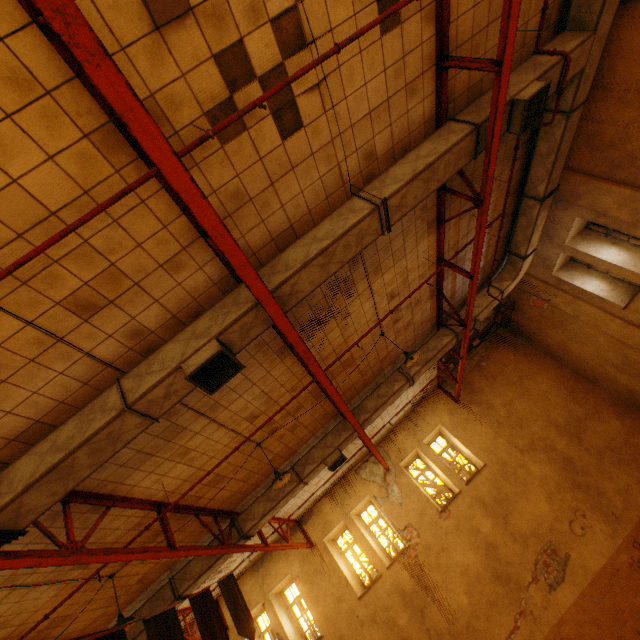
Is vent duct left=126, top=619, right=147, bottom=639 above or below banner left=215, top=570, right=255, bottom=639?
above

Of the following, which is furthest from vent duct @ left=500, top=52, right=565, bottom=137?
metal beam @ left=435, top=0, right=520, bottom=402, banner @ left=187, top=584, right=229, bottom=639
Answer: banner @ left=187, top=584, right=229, bottom=639

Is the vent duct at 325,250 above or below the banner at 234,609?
above

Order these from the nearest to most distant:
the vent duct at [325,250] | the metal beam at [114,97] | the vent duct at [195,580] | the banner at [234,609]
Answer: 1. the metal beam at [114,97]
2. the vent duct at [325,250]
3. the banner at [234,609]
4. the vent duct at [195,580]

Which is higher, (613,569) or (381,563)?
(381,563)

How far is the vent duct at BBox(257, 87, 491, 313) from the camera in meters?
A: 4.2

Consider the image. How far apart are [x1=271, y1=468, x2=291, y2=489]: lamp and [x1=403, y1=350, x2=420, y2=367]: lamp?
3.5m

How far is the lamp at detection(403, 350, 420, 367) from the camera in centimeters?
726cm
